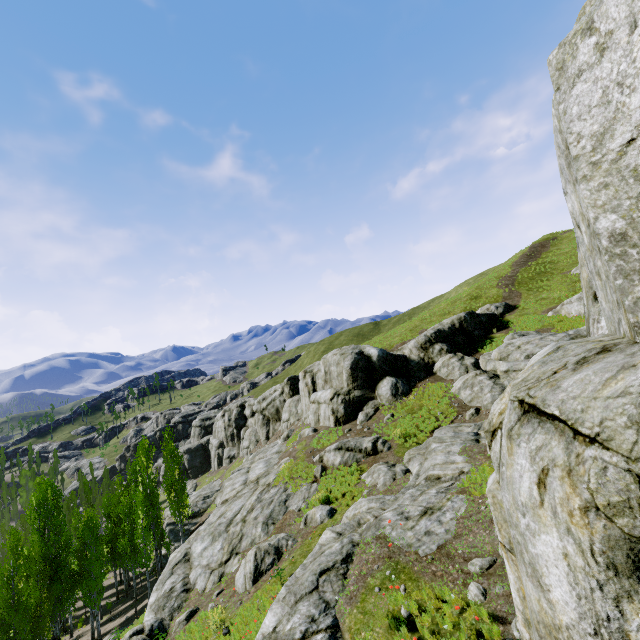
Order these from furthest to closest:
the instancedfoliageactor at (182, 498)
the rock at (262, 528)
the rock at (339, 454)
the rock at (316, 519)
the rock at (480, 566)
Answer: the instancedfoliageactor at (182, 498) → the rock at (339, 454) → the rock at (316, 519) → the rock at (480, 566) → the rock at (262, 528)

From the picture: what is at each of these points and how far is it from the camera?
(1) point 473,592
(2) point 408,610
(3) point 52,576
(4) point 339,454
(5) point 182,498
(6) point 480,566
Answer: (1) rock, 6.81m
(2) rock, 7.06m
(3) instancedfoliageactor, 25.30m
(4) rock, 22.52m
(5) instancedfoliageactor, 32.00m
(6) rock, 7.42m

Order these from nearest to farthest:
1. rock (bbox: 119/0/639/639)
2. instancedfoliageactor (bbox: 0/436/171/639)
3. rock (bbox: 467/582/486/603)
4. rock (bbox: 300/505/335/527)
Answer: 1. rock (bbox: 119/0/639/639)
2. rock (bbox: 467/582/486/603)
3. rock (bbox: 300/505/335/527)
4. instancedfoliageactor (bbox: 0/436/171/639)

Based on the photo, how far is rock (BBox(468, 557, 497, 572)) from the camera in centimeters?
735cm

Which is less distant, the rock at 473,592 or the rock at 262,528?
the rock at 262,528

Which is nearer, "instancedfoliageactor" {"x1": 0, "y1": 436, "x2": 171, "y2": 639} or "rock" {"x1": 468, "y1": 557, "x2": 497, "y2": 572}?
"rock" {"x1": 468, "y1": 557, "x2": 497, "y2": 572}

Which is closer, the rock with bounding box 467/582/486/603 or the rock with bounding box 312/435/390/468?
the rock with bounding box 467/582/486/603

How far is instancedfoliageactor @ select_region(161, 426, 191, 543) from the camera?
31.8m
